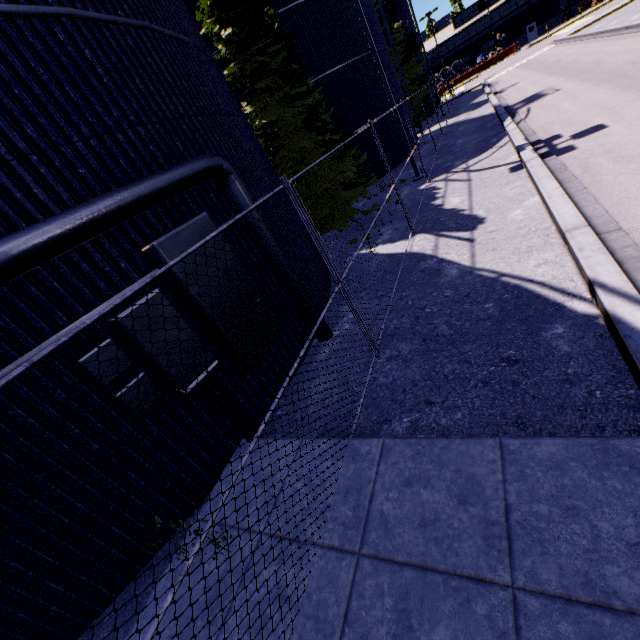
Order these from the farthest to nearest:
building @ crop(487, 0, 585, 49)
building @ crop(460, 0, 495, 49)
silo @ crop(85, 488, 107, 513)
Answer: building @ crop(460, 0, 495, 49)
building @ crop(487, 0, 585, 49)
silo @ crop(85, 488, 107, 513)

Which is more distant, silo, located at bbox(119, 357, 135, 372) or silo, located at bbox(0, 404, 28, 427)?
silo, located at bbox(119, 357, 135, 372)

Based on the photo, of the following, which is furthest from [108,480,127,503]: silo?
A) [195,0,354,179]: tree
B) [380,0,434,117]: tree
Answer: [195,0,354,179]: tree

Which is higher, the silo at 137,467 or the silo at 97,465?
the silo at 97,465

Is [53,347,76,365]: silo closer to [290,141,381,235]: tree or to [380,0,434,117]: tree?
[380,0,434,117]: tree

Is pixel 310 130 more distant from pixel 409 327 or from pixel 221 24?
pixel 409 327

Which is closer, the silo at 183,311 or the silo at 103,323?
the silo at 103,323
